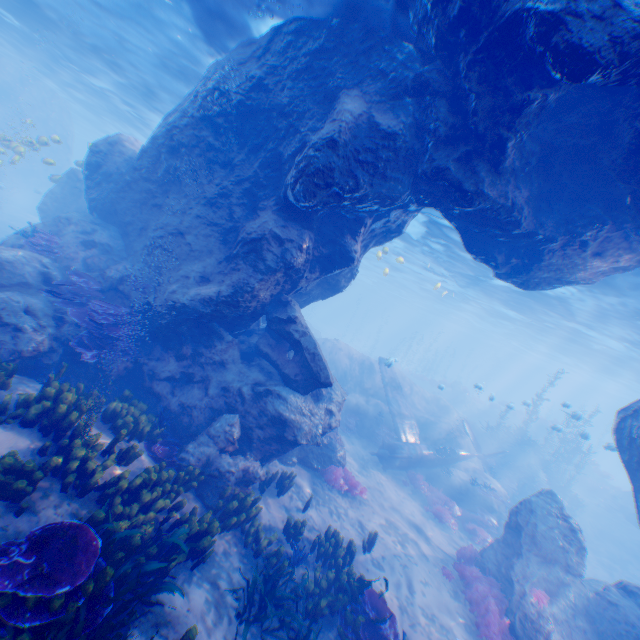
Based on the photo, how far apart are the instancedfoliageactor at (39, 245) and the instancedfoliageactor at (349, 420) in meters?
15.1

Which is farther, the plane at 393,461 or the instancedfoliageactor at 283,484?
the plane at 393,461

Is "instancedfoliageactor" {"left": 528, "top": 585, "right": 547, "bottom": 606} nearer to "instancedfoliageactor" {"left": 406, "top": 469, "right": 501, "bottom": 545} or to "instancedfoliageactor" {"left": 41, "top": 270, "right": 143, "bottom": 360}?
"instancedfoliageactor" {"left": 406, "top": 469, "right": 501, "bottom": 545}

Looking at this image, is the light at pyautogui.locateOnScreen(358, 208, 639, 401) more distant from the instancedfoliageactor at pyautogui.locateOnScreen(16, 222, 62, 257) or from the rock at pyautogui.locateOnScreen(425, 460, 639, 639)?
the instancedfoliageactor at pyautogui.locateOnScreen(16, 222, 62, 257)

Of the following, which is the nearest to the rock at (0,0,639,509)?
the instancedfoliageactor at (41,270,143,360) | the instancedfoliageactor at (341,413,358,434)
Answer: the instancedfoliageactor at (41,270,143,360)

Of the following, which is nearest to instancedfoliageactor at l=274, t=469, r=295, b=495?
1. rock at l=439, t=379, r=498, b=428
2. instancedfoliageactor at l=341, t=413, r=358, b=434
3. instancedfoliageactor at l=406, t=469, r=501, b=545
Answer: instancedfoliageactor at l=341, t=413, r=358, b=434

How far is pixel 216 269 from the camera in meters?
10.2 m

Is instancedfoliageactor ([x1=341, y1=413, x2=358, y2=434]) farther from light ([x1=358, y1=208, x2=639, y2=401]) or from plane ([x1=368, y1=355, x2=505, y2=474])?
light ([x1=358, y1=208, x2=639, y2=401])
